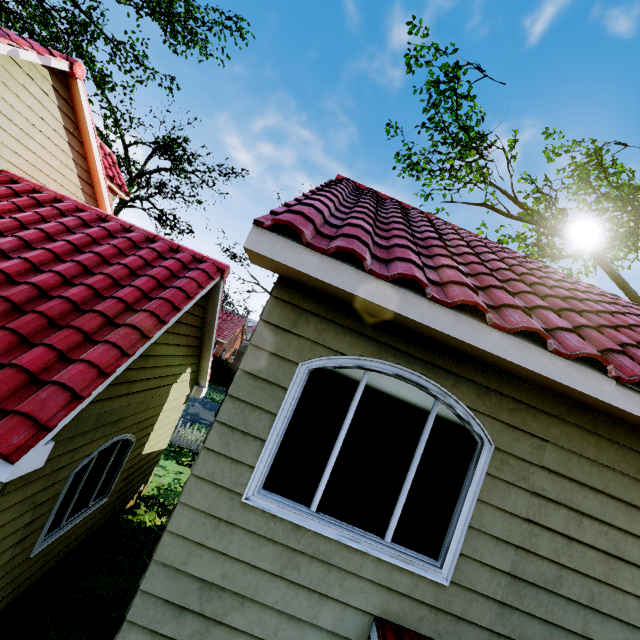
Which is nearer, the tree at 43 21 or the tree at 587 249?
the tree at 587 249

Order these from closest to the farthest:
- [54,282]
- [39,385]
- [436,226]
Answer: [39,385]
[54,282]
[436,226]

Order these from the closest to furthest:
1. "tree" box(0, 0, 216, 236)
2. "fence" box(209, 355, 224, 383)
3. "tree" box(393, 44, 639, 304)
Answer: "tree" box(393, 44, 639, 304) < "tree" box(0, 0, 216, 236) < "fence" box(209, 355, 224, 383)

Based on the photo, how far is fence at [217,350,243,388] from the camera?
29.66m

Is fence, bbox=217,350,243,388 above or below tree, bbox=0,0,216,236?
below

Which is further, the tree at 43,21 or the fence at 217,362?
the fence at 217,362
